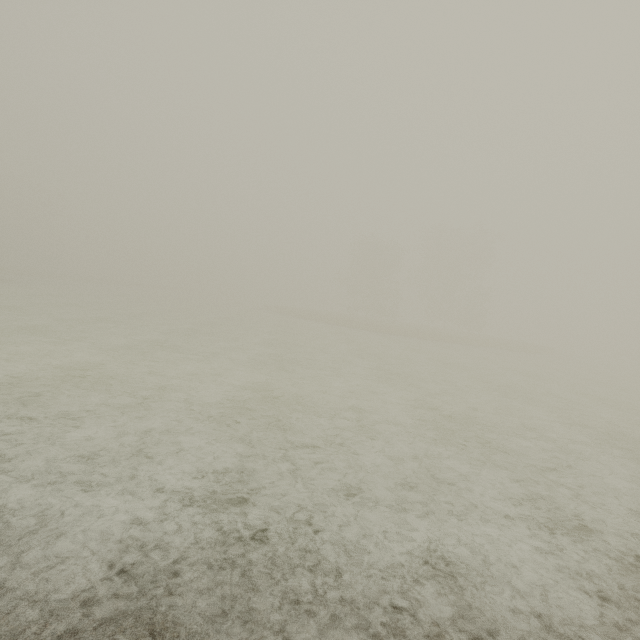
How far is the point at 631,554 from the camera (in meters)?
4.48
